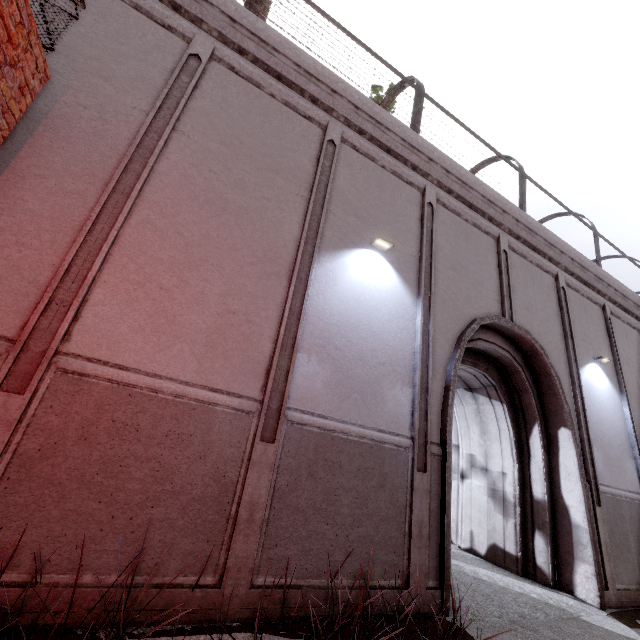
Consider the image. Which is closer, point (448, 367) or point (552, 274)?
point (448, 367)
